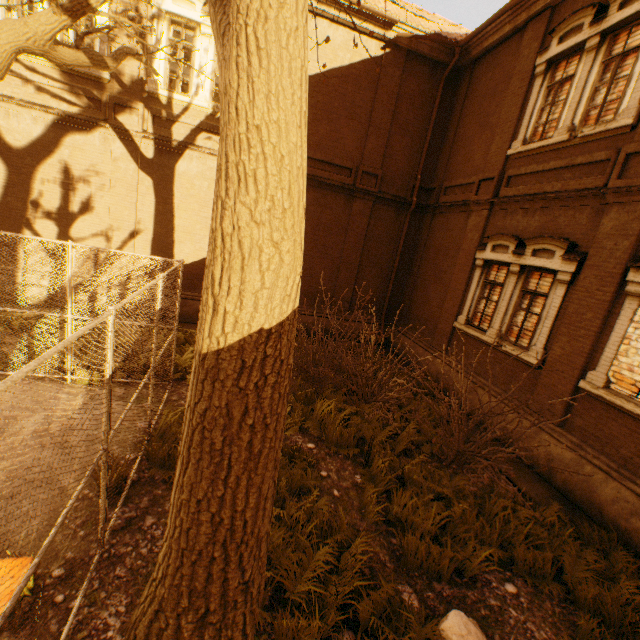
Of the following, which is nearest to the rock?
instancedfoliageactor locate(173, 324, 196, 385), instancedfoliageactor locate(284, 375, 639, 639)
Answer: instancedfoliageactor locate(284, 375, 639, 639)

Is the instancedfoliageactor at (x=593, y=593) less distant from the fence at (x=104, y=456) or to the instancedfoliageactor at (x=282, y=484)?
the instancedfoliageactor at (x=282, y=484)

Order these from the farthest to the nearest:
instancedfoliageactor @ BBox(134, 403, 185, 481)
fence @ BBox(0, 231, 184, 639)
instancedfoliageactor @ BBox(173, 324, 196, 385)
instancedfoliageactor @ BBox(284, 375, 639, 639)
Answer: instancedfoliageactor @ BBox(173, 324, 196, 385), instancedfoliageactor @ BBox(134, 403, 185, 481), instancedfoliageactor @ BBox(284, 375, 639, 639), fence @ BBox(0, 231, 184, 639)

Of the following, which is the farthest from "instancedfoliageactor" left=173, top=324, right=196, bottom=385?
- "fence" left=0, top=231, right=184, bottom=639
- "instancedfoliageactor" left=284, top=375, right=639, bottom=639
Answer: "instancedfoliageactor" left=284, top=375, right=639, bottom=639

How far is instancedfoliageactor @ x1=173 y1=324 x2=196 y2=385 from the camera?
8.0m

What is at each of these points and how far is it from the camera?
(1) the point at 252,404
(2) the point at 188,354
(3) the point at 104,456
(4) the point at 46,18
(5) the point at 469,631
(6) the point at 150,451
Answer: (1) tree, 2.4m
(2) instancedfoliageactor, 8.7m
(3) fence, 3.2m
(4) tree, 5.5m
(5) rock, 3.4m
(6) instancedfoliageactor, 5.0m

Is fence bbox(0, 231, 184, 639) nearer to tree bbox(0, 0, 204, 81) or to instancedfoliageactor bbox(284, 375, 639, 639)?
tree bbox(0, 0, 204, 81)

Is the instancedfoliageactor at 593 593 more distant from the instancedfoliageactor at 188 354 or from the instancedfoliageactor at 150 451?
the instancedfoliageactor at 188 354
